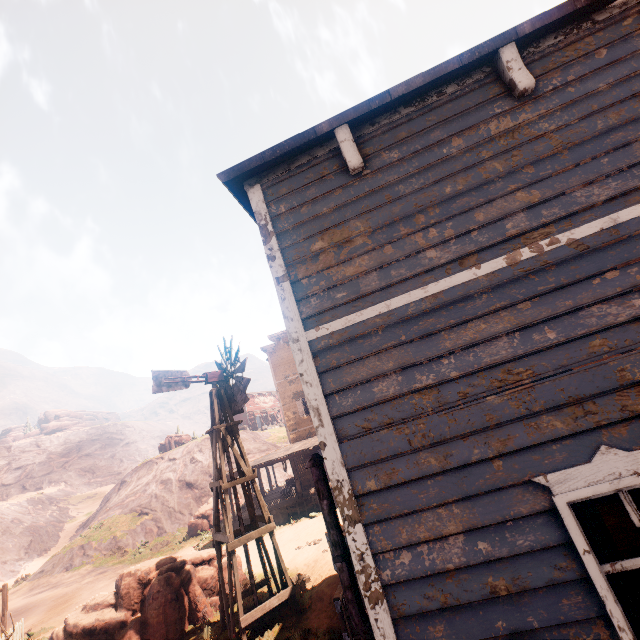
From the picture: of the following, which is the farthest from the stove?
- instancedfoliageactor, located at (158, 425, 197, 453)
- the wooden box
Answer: instancedfoliageactor, located at (158, 425, 197, 453)

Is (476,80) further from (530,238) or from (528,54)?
(530,238)

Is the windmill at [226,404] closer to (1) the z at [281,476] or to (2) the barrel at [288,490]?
(1) the z at [281,476]

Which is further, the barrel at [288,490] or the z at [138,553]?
the barrel at [288,490]

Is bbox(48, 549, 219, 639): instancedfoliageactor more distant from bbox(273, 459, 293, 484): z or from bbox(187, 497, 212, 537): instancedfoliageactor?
bbox(187, 497, 212, 537): instancedfoliageactor

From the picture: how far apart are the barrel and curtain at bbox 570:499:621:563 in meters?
22.6 m

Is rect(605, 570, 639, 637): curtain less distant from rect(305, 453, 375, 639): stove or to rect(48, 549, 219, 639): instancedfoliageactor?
rect(305, 453, 375, 639): stove

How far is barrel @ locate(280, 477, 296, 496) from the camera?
22.3 meters
